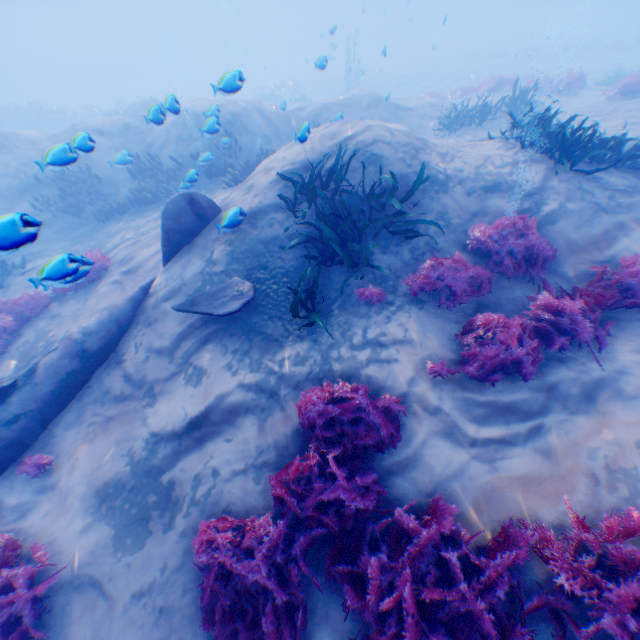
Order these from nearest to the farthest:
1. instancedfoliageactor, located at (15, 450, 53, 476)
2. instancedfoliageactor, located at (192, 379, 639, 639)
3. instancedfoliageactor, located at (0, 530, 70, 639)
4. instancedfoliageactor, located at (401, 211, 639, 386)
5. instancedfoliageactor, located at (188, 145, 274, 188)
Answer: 1. instancedfoliageactor, located at (192, 379, 639, 639)
2. instancedfoliageactor, located at (0, 530, 70, 639)
3. instancedfoliageactor, located at (401, 211, 639, 386)
4. instancedfoliageactor, located at (15, 450, 53, 476)
5. instancedfoliageactor, located at (188, 145, 274, 188)

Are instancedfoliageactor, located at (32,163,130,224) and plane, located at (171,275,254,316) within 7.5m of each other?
no

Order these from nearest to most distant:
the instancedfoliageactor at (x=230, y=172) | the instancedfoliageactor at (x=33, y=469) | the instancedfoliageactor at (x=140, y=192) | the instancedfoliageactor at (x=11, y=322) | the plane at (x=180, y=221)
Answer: the instancedfoliageactor at (x=33, y=469), the plane at (x=180, y=221), the instancedfoliageactor at (x=11, y=322), the instancedfoliageactor at (x=230, y=172), the instancedfoliageactor at (x=140, y=192)

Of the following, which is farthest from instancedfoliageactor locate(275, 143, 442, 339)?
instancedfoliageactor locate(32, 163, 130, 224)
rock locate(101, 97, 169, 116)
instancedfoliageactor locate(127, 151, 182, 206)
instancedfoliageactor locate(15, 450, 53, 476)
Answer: instancedfoliageactor locate(32, 163, 130, 224)

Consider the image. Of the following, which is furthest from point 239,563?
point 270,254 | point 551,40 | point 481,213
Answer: point 551,40

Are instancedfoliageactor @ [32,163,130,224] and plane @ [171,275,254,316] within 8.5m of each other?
no

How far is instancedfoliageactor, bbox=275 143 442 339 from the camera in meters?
5.4

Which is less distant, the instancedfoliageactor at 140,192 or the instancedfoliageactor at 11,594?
the instancedfoliageactor at 11,594
